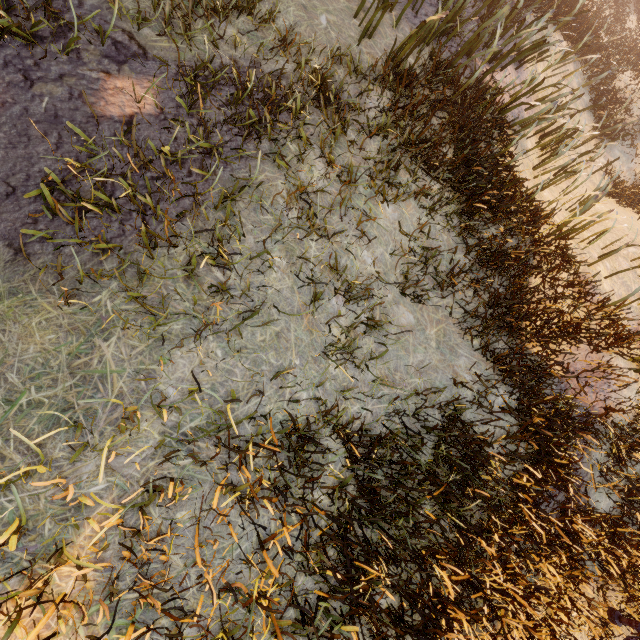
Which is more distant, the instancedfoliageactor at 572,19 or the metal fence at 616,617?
the metal fence at 616,617

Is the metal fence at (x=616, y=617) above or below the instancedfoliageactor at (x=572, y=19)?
below

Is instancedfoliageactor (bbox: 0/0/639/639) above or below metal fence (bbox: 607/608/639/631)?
above

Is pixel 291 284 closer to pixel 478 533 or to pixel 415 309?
pixel 415 309

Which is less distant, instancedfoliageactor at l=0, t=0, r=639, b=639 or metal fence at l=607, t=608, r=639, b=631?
instancedfoliageactor at l=0, t=0, r=639, b=639
